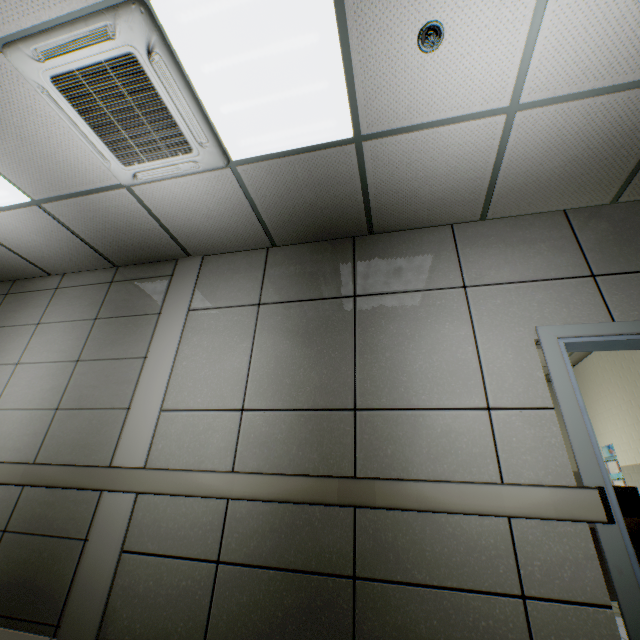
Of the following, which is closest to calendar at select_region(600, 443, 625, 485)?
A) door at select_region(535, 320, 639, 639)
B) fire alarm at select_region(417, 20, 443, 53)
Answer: door at select_region(535, 320, 639, 639)

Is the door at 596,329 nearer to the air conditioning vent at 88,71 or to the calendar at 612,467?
the air conditioning vent at 88,71

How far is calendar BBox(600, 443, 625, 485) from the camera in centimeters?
480cm

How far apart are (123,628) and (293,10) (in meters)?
3.84

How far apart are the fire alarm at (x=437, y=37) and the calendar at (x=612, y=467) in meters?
6.1 m

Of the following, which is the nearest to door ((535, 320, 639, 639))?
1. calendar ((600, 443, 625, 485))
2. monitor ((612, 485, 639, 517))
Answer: monitor ((612, 485, 639, 517))

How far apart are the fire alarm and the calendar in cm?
608

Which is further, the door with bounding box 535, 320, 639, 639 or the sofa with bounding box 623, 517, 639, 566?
the sofa with bounding box 623, 517, 639, 566
